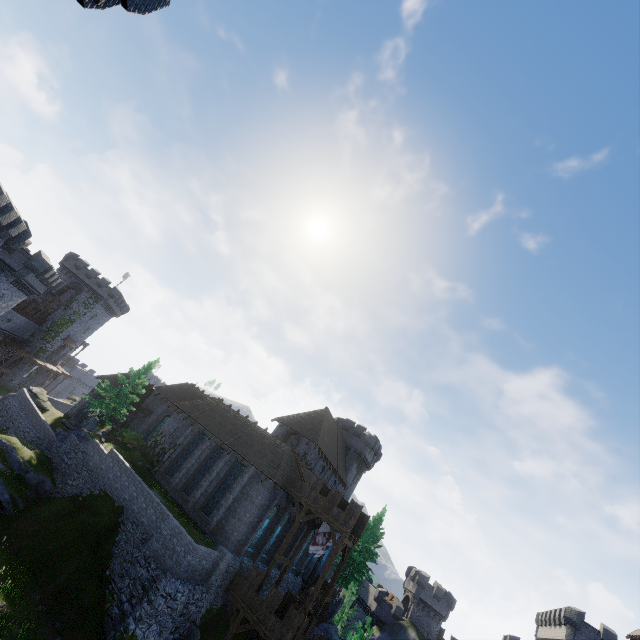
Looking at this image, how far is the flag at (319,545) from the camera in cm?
2662

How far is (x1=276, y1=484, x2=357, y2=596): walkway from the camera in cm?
2398

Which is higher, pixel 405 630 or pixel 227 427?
pixel 227 427

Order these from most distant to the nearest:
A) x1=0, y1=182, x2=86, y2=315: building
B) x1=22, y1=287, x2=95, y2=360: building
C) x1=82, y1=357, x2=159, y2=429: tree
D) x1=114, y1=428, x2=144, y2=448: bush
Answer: x1=22, y1=287, x2=95, y2=360: building, x1=114, y1=428, x2=144, y2=448: bush, x1=82, y1=357, x2=159, y2=429: tree, x1=0, y1=182, x2=86, y2=315: building

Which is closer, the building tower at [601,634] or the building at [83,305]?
the building tower at [601,634]

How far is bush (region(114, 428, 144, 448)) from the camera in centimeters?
3484cm

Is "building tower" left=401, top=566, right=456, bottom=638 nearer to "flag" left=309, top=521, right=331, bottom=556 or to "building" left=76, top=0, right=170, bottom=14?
"flag" left=309, top=521, right=331, bottom=556

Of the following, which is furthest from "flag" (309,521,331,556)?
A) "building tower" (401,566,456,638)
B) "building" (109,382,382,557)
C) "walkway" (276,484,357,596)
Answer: "building tower" (401,566,456,638)
